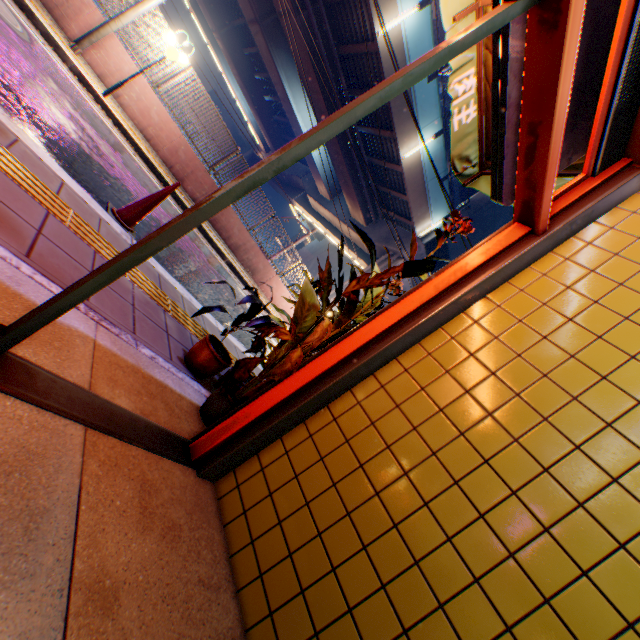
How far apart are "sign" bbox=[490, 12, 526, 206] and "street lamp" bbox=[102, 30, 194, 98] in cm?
824

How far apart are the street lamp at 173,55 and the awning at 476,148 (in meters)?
7.33

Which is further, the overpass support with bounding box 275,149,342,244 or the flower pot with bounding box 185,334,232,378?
the overpass support with bounding box 275,149,342,244

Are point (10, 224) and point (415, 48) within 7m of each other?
no

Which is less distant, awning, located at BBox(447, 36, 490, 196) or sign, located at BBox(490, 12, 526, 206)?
sign, located at BBox(490, 12, 526, 206)

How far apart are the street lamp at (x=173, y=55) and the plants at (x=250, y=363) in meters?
7.2

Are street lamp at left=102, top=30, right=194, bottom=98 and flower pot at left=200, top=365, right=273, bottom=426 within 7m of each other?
no

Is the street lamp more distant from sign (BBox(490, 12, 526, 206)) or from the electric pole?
sign (BBox(490, 12, 526, 206))
